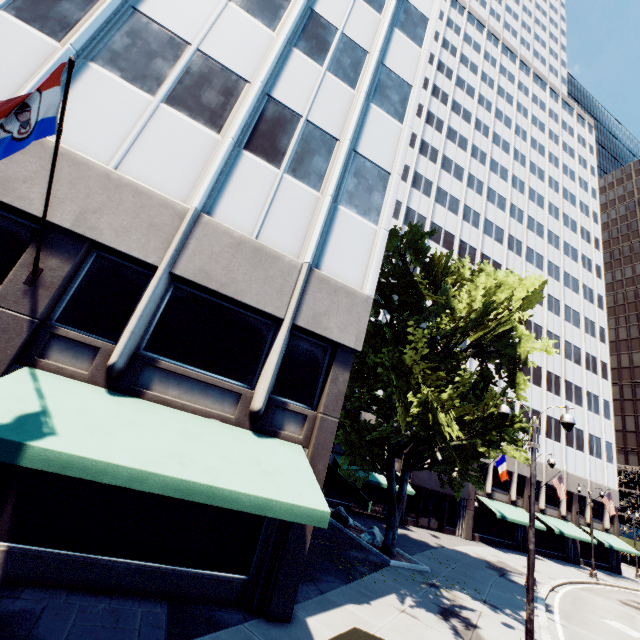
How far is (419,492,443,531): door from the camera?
28.6m

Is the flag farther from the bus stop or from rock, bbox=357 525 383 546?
rock, bbox=357 525 383 546

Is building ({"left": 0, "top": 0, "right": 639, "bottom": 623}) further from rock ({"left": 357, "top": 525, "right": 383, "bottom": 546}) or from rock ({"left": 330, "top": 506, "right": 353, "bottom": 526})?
rock ({"left": 357, "top": 525, "right": 383, "bottom": 546})

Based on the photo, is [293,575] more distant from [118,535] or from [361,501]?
[118,535]

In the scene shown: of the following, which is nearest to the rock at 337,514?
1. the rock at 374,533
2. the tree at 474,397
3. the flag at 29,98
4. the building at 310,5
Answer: the rock at 374,533

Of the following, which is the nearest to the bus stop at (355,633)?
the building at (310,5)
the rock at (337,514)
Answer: the building at (310,5)

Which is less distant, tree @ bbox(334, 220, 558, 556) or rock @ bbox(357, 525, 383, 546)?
tree @ bbox(334, 220, 558, 556)

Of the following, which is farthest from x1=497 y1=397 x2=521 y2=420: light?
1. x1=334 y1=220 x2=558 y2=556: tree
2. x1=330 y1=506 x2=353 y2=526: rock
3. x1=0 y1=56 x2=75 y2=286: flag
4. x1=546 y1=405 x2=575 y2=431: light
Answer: x1=0 y1=56 x2=75 y2=286: flag
